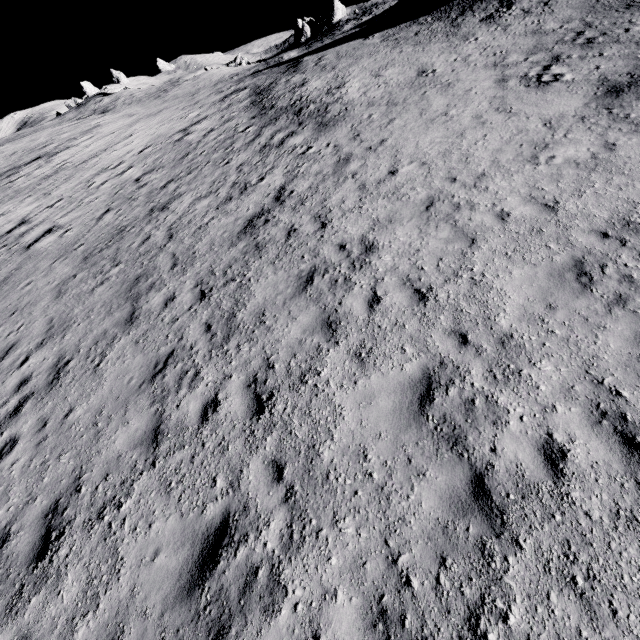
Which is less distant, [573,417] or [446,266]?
[573,417]
